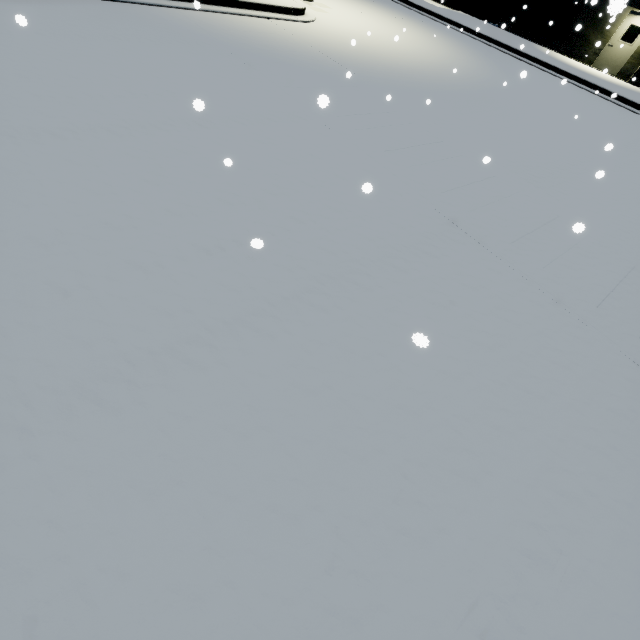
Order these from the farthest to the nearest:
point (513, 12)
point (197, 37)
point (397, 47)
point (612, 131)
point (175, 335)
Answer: point (513, 12), point (397, 47), point (612, 131), point (197, 37), point (175, 335)
